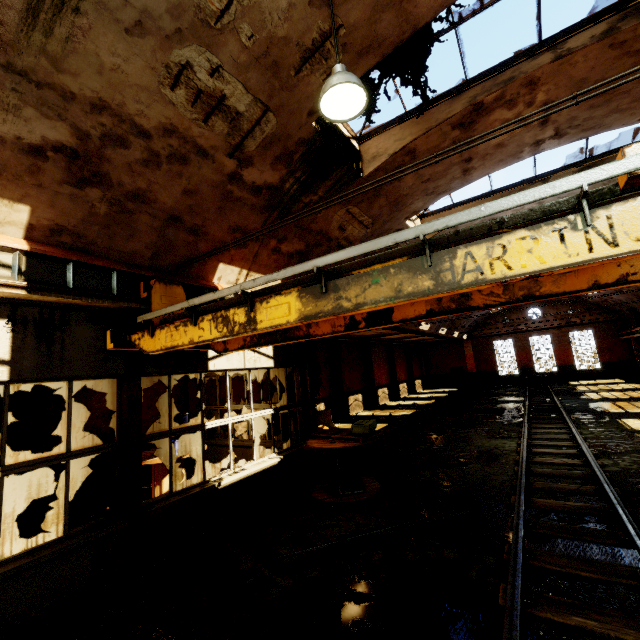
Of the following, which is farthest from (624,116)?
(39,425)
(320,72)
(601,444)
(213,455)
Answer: (39,425)

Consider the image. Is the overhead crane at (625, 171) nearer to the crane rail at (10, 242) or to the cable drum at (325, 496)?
the crane rail at (10, 242)

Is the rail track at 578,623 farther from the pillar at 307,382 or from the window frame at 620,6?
the window frame at 620,6

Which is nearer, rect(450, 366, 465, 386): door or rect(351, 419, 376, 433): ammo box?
rect(351, 419, 376, 433): ammo box

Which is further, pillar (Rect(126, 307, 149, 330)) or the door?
the door

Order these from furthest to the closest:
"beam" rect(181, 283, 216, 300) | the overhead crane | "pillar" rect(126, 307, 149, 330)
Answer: "beam" rect(181, 283, 216, 300), "pillar" rect(126, 307, 149, 330), the overhead crane

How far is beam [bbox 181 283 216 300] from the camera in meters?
6.0 m

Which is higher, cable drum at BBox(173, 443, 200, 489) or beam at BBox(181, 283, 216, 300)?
beam at BBox(181, 283, 216, 300)
